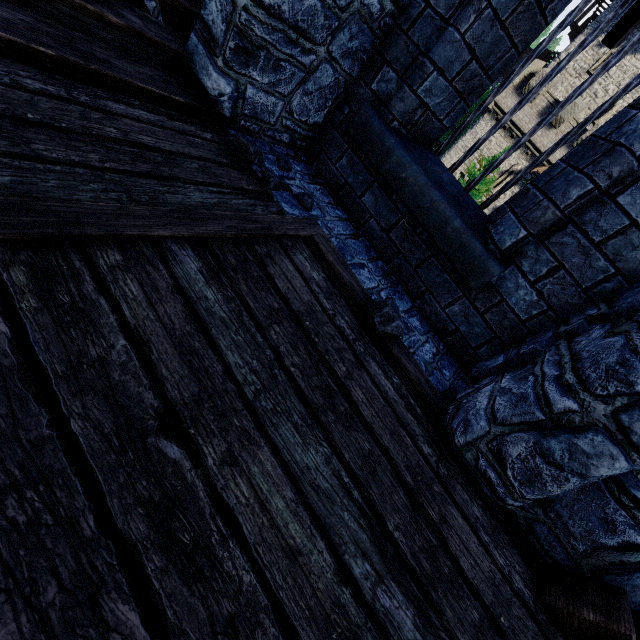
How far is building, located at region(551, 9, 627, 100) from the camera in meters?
27.0 m

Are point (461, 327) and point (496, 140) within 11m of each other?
no

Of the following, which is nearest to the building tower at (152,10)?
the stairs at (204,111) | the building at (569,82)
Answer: the stairs at (204,111)

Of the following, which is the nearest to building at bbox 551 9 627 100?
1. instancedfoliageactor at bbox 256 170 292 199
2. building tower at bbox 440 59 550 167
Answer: building tower at bbox 440 59 550 167

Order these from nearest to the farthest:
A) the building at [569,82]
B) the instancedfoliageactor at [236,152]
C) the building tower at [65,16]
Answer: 1. the building tower at [65,16]
2. the instancedfoliageactor at [236,152]
3. the building at [569,82]

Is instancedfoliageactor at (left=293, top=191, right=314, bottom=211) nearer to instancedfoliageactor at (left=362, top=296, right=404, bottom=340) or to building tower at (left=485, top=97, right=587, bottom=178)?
instancedfoliageactor at (left=362, top=296, right=404, bottom=340)

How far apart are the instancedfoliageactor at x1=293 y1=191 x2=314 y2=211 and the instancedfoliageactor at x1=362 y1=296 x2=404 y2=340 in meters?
1.1 m

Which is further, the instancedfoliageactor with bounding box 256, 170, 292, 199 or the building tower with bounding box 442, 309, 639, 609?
the instancedfoliageactor with bounding box 256, 170, 292, 199
